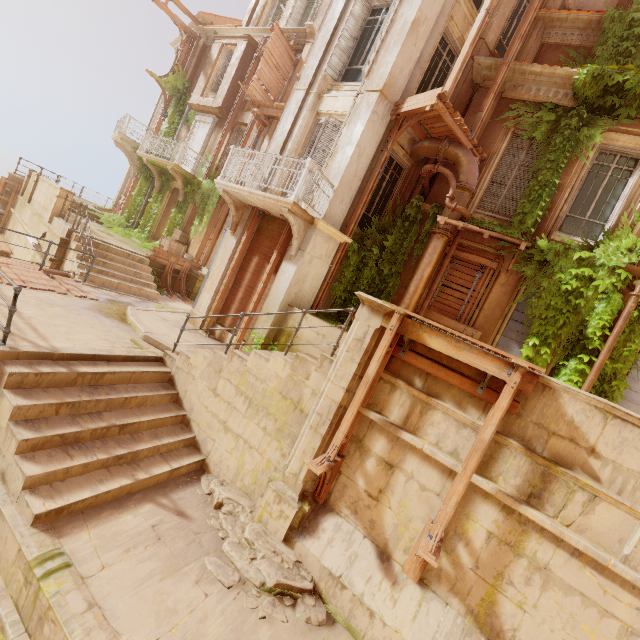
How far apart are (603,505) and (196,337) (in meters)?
9.32

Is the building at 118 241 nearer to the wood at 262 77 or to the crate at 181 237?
the crate at 181 237

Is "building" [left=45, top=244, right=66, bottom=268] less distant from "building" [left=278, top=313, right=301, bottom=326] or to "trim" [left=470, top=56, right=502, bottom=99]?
"building" [left=278, top=313, right=301, bottom=326]

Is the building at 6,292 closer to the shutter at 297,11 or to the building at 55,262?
the building at 55,262

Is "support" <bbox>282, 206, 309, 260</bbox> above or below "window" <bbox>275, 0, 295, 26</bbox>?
below

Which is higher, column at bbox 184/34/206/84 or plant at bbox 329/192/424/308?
column at bbox 184/34/206/84

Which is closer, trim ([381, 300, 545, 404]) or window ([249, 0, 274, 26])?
trim ([381, 300, 545, 404])

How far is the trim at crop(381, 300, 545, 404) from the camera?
4.3m
